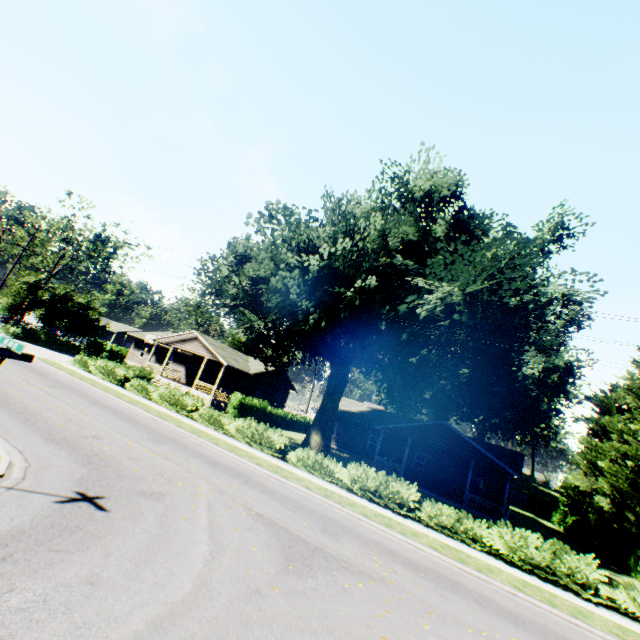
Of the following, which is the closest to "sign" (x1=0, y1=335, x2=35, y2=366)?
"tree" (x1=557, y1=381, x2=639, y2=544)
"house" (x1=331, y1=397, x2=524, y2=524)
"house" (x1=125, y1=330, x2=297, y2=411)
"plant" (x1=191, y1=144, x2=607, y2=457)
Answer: "plant" (x1=191, y1=144, x2=607, y2=457)

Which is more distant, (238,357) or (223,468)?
(238,357)

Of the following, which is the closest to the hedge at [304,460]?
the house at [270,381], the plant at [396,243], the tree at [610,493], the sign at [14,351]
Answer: the tree at [610,493]

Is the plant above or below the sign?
above

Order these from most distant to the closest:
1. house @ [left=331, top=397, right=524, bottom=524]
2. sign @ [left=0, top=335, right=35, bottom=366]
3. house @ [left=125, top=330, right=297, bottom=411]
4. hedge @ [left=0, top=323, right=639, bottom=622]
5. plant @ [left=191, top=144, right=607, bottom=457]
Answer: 1. house @ [left=125, top=330, right=297, bottom=411]
2. house @ [left=331, top=397, right=524, bottom=524]
3. plant @ [left=191, top=144, right=607, bottom=457]
4. hedge @ [left=0, top=323, right=639, bottom=622]
5. sign @ [left=0, top=335, right=35, bottom=366]

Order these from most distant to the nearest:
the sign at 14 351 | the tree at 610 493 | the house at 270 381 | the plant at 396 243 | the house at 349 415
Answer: the house at 270 381 → the house at 349 415 → the tree at 610 493 → the plant at 396 243 → the sign at 14 351

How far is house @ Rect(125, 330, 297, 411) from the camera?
32.4 meters

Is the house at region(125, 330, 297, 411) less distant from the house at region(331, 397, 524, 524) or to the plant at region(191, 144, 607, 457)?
the plant at region(191, 144, 607, 457)
